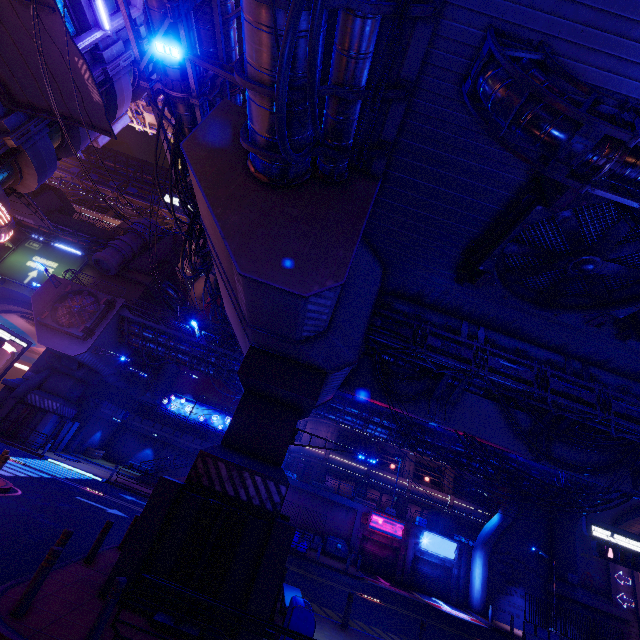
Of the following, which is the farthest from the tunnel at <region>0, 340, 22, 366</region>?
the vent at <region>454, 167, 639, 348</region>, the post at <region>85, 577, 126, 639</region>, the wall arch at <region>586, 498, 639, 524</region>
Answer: the wall arch at <region>586, 498, 639, 524</region>

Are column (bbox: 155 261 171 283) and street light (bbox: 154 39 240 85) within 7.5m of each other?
no

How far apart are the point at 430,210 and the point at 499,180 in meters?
2.1

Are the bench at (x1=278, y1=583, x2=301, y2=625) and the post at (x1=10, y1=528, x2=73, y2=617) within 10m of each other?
yes

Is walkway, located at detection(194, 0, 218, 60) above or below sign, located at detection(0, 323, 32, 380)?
above

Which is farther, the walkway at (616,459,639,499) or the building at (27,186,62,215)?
the building at (27,186,62,215)

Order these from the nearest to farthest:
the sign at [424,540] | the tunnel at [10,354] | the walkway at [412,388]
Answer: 1. the walkway at [412,388]
2. the sign at [424,540]
3. the tunnel at [10,354]

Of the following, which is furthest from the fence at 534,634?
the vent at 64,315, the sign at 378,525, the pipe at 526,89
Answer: the vent at 64,315
